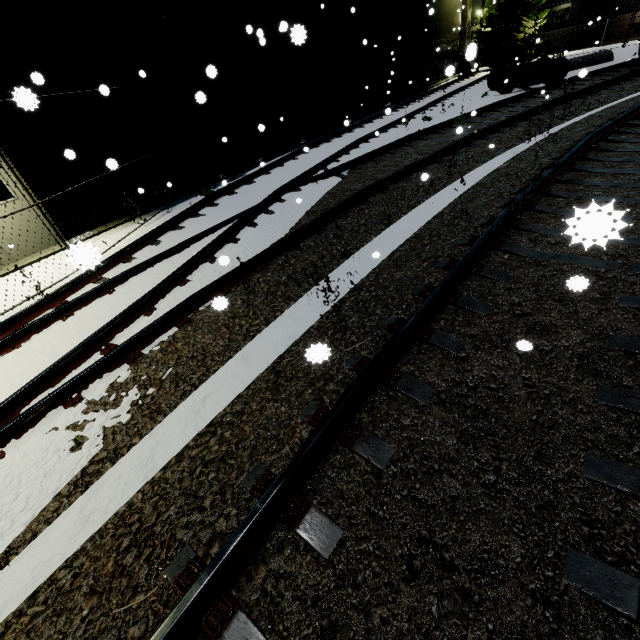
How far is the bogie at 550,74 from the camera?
14.37m

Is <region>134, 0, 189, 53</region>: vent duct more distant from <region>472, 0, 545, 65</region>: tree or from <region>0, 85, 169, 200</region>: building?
<region>472, 0, 545, 65</region>: tree

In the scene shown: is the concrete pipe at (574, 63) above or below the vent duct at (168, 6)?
below

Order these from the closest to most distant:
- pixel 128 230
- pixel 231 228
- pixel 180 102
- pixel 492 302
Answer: pixel 492 302 < pixel 231 228 < pixel 128 230 < pixel 180 102

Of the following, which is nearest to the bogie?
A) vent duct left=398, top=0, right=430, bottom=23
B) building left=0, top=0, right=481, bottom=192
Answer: building left=0, top=0, right=481, bottom=192

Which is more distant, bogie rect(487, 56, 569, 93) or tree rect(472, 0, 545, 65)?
tree rect(472, 0, 545, 65)

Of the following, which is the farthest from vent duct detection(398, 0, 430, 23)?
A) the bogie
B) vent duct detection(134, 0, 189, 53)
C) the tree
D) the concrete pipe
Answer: vent duct detection(134, 0, 189, 53)

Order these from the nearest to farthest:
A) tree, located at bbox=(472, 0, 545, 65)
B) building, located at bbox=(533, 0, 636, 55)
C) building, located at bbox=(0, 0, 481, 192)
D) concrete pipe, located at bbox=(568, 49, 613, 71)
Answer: building, located at bbox=(0, 0, 481, 192) < concrete pipe, located at bbox=(568, 49, 613, 71) < tree, located at bbox=(472, 0, 545, 65) < building, located at bbox=(533, 0, 636, 55)
